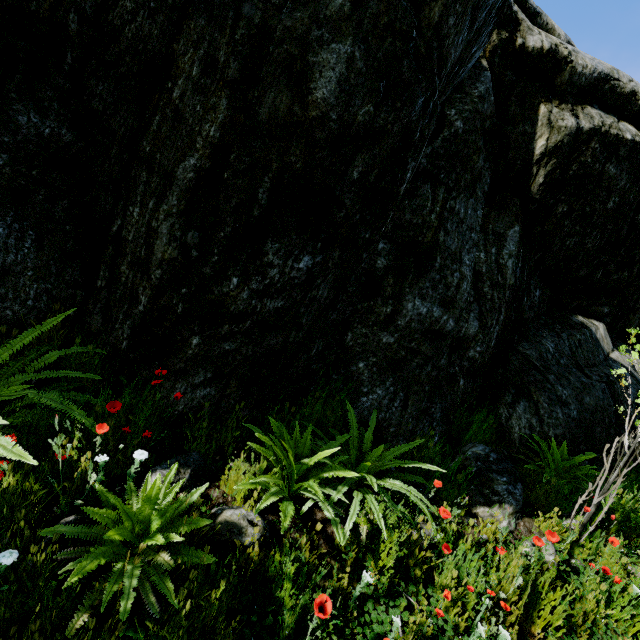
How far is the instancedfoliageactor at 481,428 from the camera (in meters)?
4.43

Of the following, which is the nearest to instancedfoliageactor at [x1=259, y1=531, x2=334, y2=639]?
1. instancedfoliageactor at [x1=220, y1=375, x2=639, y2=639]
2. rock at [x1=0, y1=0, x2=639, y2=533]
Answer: instancedfoliageactor at [x1=220, y1=375, x2=639, y2=639]

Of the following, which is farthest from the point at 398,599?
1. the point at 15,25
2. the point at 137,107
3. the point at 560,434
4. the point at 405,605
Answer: the point at 15,25

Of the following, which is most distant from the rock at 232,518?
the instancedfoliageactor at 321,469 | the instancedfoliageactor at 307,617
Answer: the instancedfoliageactor at 307,617

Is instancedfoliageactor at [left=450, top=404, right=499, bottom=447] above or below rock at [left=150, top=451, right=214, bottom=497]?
above

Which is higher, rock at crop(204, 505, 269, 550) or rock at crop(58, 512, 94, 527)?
rock at crop(204, 505, 269, 550)

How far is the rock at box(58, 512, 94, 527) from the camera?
2.1 meters
